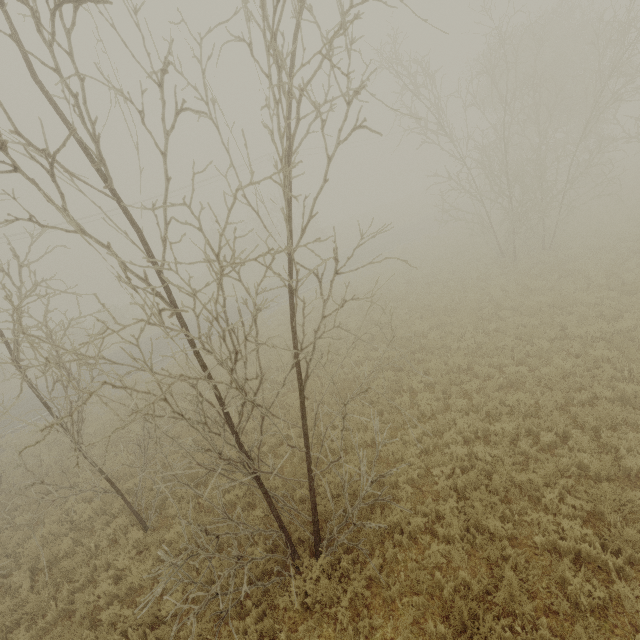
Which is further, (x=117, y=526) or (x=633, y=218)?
(x=633, y=218)
